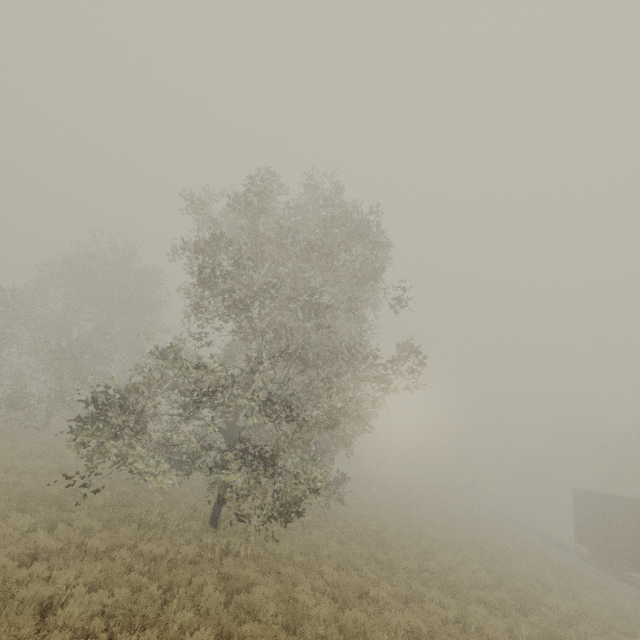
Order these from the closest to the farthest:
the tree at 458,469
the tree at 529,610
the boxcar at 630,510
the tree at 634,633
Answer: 1. the tree at 458,469
2. the tree at 529,610
3. the tree at 634,633
4. the boxcar at 630,510

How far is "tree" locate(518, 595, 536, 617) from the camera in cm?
1192

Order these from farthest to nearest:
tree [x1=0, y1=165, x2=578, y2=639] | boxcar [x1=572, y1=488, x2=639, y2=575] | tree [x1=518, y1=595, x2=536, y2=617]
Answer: boxcar [x1=572, y1=488, x2=639, y2=575]
tree [x1=518, y1=595, x2=536, y2=617]
tree [x1=0, y1=165, x2=578, y2=639]

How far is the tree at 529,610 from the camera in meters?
11.9

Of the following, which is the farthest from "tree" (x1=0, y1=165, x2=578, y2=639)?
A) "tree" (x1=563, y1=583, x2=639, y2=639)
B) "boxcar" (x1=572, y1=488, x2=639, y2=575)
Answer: "boxcar" (x1=572, y1=488, x2=639, y2=575)

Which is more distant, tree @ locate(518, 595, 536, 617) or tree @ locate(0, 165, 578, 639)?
tree @ locate(518, 595, 536, 617)

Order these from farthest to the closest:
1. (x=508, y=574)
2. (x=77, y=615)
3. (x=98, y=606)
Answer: (x=508, y=574) < (x=98, y=606) < (x=77, y=615)
